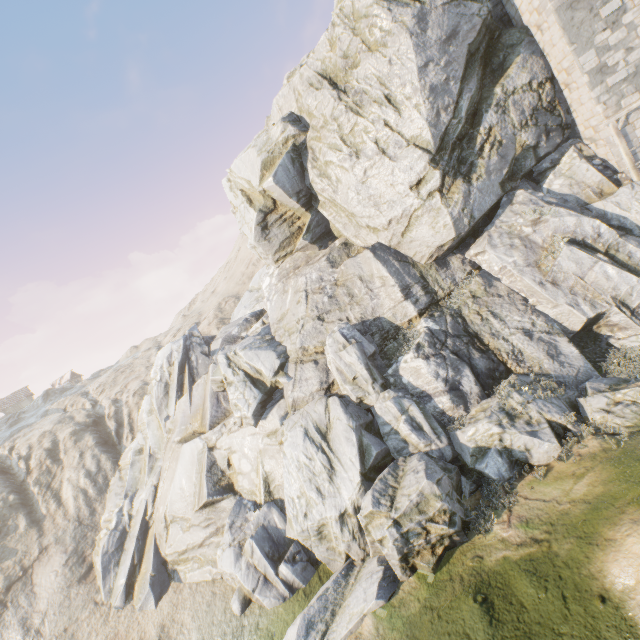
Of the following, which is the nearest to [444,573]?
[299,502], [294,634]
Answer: [294,634]
